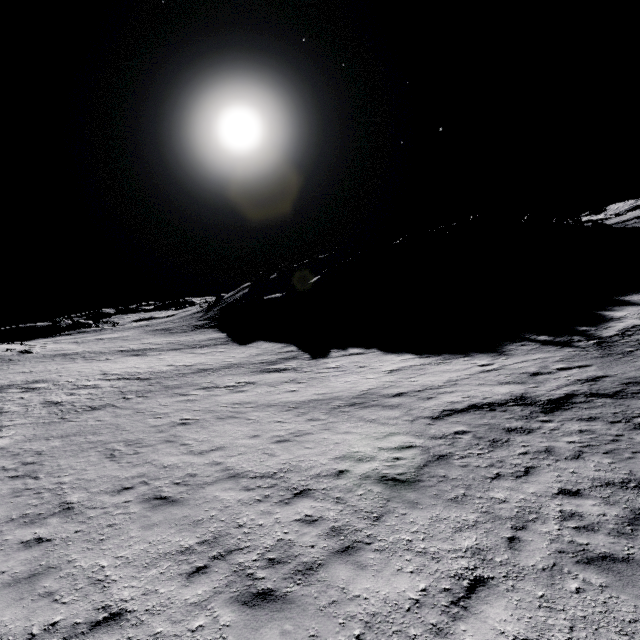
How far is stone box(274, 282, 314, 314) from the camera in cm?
4952

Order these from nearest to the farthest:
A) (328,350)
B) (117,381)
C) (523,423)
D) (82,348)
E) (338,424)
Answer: (523,423)
(338,424)
(117,381)
(328,350)
(82,348)

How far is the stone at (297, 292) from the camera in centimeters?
4952cm
